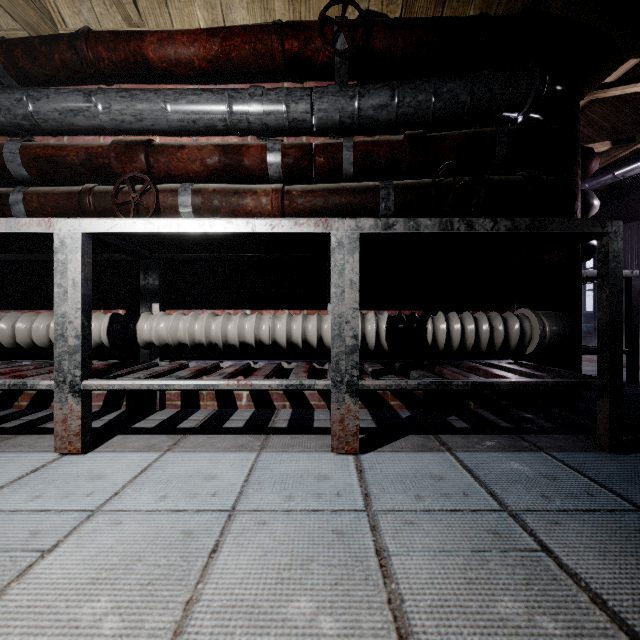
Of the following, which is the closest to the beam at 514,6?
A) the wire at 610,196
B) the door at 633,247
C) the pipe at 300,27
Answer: the pipe at 300,27

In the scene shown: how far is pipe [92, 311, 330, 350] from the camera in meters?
1.5 m

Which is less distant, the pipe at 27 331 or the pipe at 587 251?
the pipe at 27 331

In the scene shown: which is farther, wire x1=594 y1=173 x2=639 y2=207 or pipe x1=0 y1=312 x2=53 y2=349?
wire x1=594 y1=173 x2=639 y2=207

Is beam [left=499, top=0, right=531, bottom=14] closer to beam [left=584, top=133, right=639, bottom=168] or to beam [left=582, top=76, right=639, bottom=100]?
beam [left=582, top=76, right=639, bottom=100]

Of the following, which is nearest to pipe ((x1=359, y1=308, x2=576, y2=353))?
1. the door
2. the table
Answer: the table

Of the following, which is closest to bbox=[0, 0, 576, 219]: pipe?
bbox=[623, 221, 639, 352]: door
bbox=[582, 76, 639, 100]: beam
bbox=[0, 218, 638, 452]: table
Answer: bbox=[0, 218, 638, 452]: table

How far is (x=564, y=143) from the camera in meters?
1.5 m
